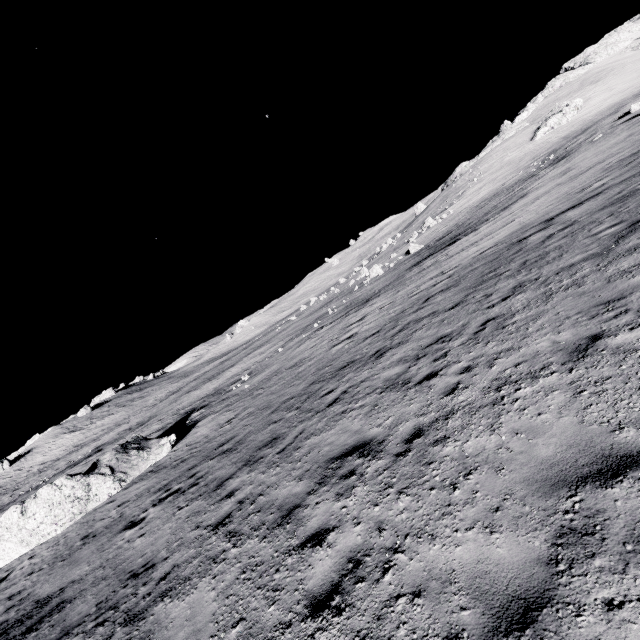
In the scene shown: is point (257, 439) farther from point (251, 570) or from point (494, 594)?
point (494, 594)

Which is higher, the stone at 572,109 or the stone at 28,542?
the stone at 572,109

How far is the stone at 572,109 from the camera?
59.5 meters

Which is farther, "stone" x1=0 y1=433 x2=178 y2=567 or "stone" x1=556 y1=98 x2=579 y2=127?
"stone" x1=556 y1=98 x2=579 y2=127

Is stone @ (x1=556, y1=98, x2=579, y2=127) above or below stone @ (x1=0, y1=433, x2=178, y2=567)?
above

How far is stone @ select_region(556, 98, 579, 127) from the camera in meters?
59.5 m
